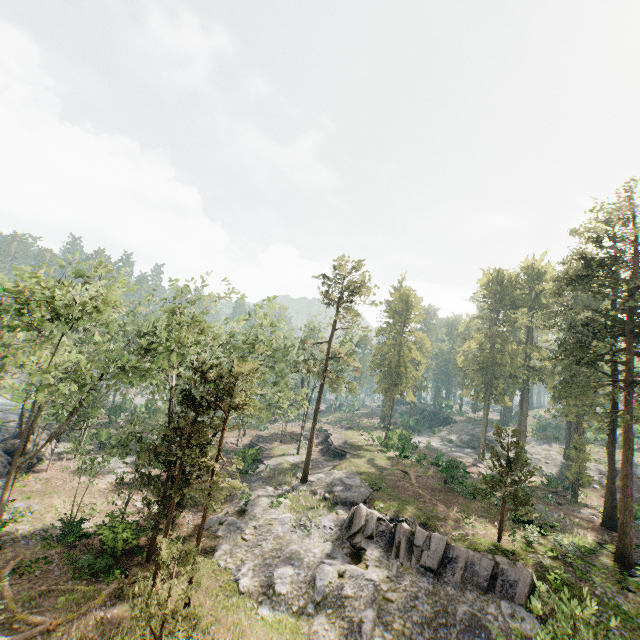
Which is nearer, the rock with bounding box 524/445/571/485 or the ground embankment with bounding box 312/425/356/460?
the ground embankment with bounding box 312/425/356/460

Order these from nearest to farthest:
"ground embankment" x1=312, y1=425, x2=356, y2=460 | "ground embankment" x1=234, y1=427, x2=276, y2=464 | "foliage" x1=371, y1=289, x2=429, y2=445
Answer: "ground embankment" x1=234, y1=427, x2=276, y2=464 < "ground embankment" x1=312, y1=425, x2=356, y2=460 < "foliage" x1=371, y1=289, x2=429, y2=445

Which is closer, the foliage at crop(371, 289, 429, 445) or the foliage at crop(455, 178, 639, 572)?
the foliage at crop(455, 178, 639, 572)

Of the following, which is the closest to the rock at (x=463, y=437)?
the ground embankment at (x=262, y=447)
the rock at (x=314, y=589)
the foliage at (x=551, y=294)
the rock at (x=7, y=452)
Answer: the foliage at (x=551, y=294)

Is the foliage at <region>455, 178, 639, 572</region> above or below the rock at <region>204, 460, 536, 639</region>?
above

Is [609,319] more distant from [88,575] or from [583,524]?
[88,575]

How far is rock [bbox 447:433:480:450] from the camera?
56.1m

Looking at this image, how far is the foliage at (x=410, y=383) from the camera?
48.56m
